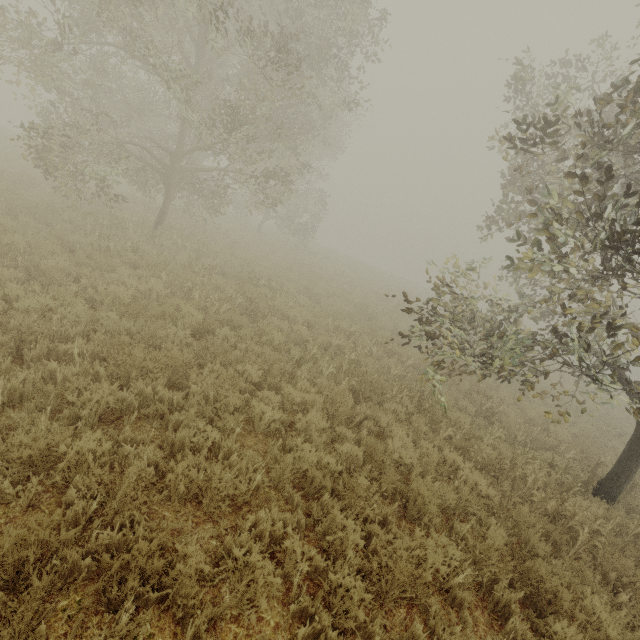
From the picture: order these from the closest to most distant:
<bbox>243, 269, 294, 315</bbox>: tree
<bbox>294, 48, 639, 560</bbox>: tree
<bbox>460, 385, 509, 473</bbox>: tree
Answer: <bbox>294, 48, 639, 560</bbox>: tree < <bbox>460, 385, 509, 473</bbox>: tree < <bbox>243, 269, 294, 315</bbox>: tree

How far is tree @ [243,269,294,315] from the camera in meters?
10.5 m

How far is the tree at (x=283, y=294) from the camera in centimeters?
1048cm

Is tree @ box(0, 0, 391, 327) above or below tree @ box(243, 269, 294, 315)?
above

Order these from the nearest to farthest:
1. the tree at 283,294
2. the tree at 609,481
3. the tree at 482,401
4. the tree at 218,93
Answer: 1. the tree at 609,481
2. the tree at 482,401
3. the tree at 218,93
4. the tree at 283,294

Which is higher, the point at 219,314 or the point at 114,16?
the point at 114,16

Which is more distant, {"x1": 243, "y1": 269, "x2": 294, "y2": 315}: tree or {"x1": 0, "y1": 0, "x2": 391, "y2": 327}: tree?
{"x1": 243, "y1": 269, "x2": 294, "y2": 315}: tree
